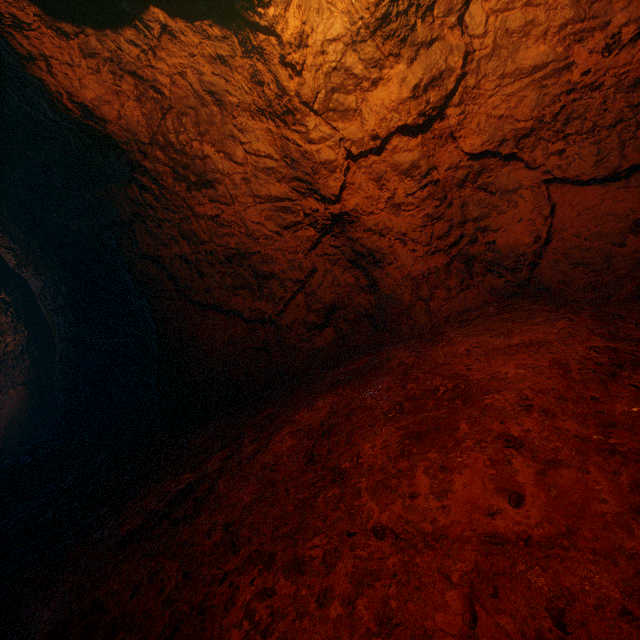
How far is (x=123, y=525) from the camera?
2.4 meters
